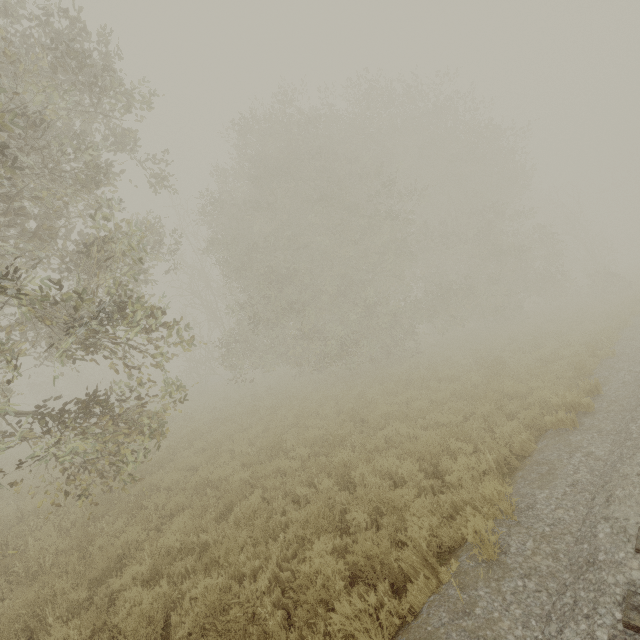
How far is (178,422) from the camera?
16.47m
